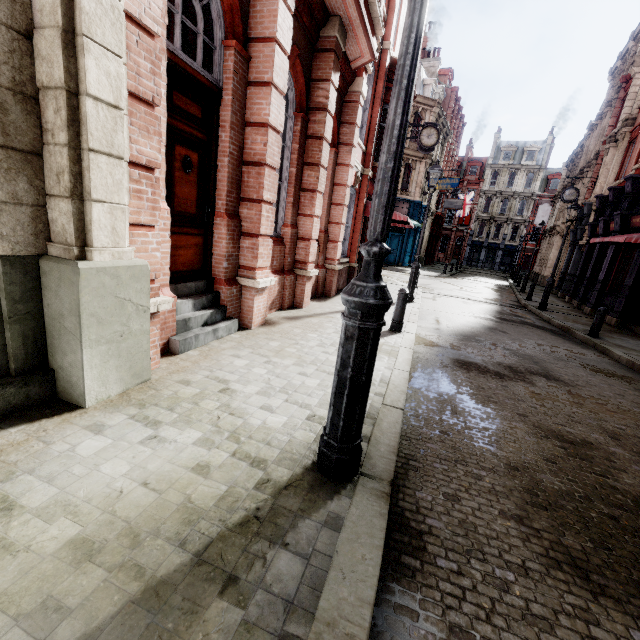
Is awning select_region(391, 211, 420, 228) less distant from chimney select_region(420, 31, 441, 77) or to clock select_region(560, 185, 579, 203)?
clock select_region(560, 185, 579, 203)

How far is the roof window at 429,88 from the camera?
28.2 meters

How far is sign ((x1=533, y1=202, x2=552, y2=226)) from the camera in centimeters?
3372cm

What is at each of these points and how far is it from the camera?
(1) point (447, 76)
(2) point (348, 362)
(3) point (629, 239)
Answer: (1) roof window, 34.47m
(2) street light, 2.15m
(3) awning, 10.61m

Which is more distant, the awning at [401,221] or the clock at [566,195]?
the clock at [566,195]

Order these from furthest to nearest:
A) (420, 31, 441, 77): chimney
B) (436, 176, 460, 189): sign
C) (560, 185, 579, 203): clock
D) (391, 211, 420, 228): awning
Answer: (420, 31, 441, 77): chimney → (436, 176, 460, 189): sign → (560, 185, 579, 203): clock → (391, 211, 420, 228): awning

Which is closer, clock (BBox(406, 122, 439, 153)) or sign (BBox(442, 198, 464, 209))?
clock (BBox(406, 122, 439, 153))

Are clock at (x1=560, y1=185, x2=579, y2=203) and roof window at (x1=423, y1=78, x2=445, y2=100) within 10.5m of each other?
no
